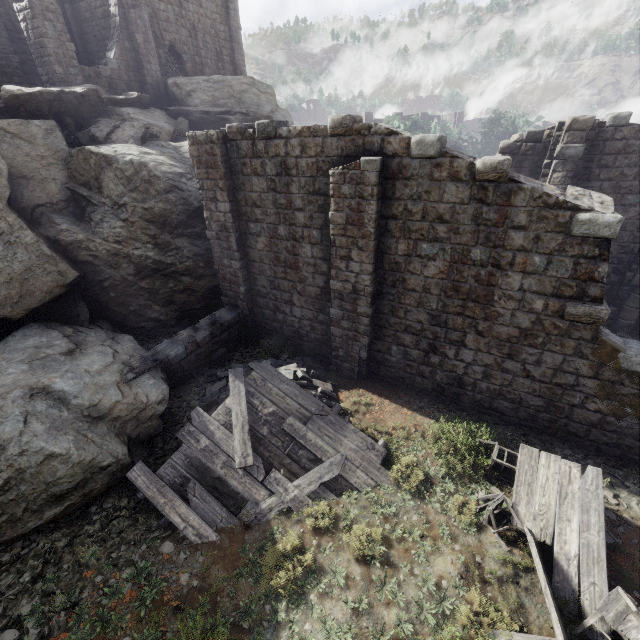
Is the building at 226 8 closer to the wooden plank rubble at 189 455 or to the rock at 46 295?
the rock at 46 295

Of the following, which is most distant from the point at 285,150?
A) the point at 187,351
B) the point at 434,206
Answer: the point at 187,351

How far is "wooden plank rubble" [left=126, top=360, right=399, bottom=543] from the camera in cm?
672

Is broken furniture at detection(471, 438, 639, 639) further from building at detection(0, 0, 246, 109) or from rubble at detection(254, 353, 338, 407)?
rubble at detection(254, 353, 338, 407)

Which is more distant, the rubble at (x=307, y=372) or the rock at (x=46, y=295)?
the rock at (x=46, y=295)

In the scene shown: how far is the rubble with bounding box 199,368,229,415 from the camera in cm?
931

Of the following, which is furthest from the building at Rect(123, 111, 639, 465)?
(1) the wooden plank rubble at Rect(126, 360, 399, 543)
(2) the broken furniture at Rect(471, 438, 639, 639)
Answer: (1) the wooden plank rubble at Rect(126, 360, 399, 543)

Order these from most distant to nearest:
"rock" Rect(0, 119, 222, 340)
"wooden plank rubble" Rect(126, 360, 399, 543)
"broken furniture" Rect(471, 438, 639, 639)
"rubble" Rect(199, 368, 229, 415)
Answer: "rock" Rect(0, 119, 222, 340) < "rubble" Rect(199, 368, 229, 415) < "wooden plank rubble" Rect(126, 360, 399, 543) < "broken furniture" Rect(471, 438, 639, 639)
